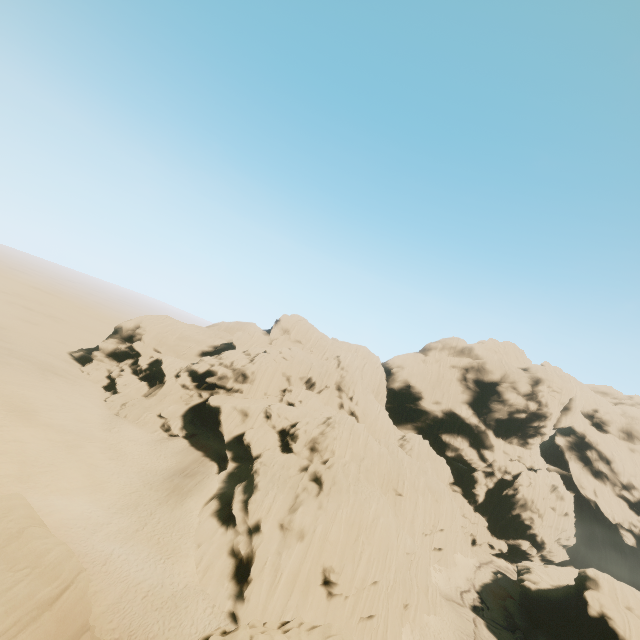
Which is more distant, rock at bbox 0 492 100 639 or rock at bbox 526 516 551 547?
rock at bbox 526 516 551 547

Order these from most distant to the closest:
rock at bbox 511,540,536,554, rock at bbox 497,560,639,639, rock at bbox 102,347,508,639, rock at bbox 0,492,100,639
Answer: rock at bbox 511,540,536,554, rock at bbox 497,560,639,639, rock at bbox 102,347,508,639, rock at bbox 0,492,100,639

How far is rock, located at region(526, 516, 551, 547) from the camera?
59.47m

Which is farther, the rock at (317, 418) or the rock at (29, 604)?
the rock at (317, 418)

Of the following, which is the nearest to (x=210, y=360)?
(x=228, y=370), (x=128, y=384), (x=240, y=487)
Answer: (x=228, y=370)

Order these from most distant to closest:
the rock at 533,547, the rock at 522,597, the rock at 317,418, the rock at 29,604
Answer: the rock at 533,547
the rock at 522,597
the rock at 317,418
the rock at 29,604
